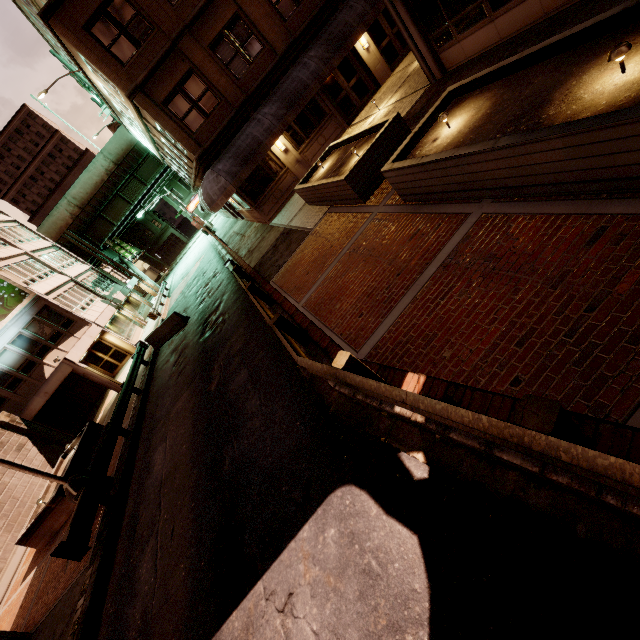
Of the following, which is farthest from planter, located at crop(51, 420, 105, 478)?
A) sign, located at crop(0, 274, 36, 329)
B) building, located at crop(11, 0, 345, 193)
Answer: building, located at crop(11, 0, 345, 193)

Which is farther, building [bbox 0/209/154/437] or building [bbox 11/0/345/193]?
building [bbox 0/209/154/437]

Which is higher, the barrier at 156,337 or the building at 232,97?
the building at 232,97

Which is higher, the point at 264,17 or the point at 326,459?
the point at 264,17

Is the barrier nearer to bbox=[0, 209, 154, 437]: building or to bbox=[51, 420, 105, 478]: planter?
bbox=[0, 209, 154, 437]: building

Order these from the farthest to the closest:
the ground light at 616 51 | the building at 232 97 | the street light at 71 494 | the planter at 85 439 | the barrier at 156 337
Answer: the barrier at 156 337, the planter at 85 439, the building at 232 97, the street light at 71 494, the ground light at 616 51

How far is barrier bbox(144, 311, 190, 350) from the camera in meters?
19.1 m

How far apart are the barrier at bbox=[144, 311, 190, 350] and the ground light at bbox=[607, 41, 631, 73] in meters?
19.3
